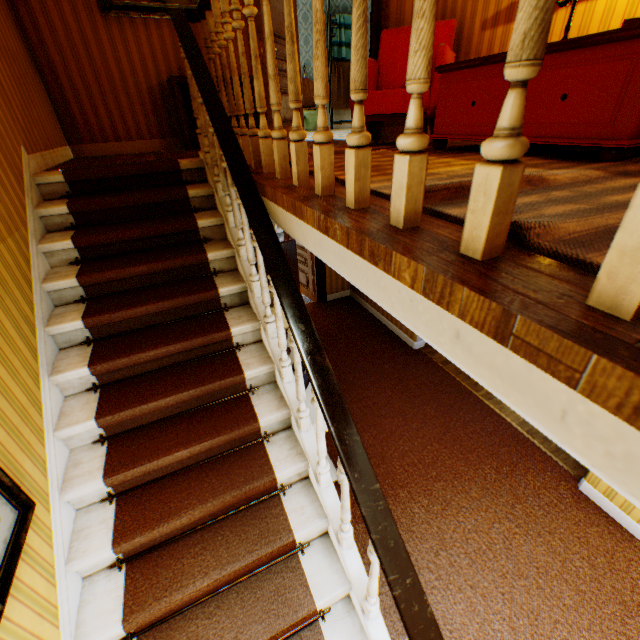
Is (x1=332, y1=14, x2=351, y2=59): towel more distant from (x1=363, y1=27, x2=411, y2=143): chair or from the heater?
(x1=363, y1=27, x2=411, y2=143): chair

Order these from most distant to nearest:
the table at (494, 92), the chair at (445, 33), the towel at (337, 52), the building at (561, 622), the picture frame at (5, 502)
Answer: the towel at (337, 52)
the chair at (445, 33)
the table at (494, 92)
the picture frame at (5, 502)
the building at (561, 622)

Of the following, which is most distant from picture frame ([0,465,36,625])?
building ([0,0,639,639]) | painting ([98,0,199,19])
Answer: painting ([98,0,199,19])

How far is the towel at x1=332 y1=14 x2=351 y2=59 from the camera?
8.4 meters

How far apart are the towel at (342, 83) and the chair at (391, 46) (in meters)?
6.04

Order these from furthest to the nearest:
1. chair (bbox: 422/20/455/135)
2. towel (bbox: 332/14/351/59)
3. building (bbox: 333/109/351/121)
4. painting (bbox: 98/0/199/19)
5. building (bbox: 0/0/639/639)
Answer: building (bbox: 333/109/351/121) < towel (bbox: 332/14/351/59) < painting (bbox: 98/0/199/19) < chair (bbox: 422/20/455/135) < building (bbox: 0/0/639/639)

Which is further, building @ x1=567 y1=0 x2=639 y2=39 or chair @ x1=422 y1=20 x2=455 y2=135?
chair @ x1=422 y1=20 x2=455 y2=135

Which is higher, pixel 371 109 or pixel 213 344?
pixel 371 109
